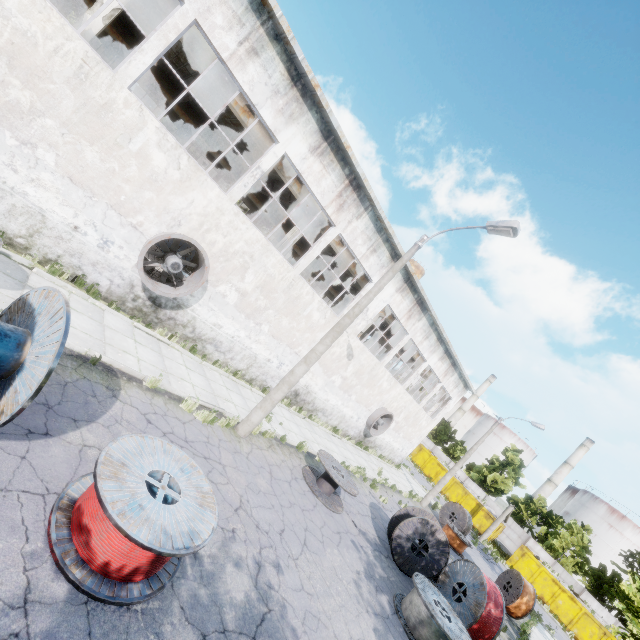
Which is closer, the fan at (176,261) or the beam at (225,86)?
the fan at (176,261)

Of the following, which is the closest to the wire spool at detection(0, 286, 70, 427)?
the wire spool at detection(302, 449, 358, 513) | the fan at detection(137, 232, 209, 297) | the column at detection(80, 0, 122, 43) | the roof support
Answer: the fan at detection(137, 232, 209, 297)

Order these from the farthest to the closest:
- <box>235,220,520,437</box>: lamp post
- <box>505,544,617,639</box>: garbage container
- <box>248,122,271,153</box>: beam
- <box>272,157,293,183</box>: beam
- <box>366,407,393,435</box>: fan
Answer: <box>505,544,617,639</box>: garbage container → <box>366,407,393,435</box>: fan → <box>272,157,293,183</box>: beam → <box>248,122,271,153</box>: beam → <box>235,220,520,437</box>: lamp post

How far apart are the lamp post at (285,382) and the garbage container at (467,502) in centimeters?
3662cm

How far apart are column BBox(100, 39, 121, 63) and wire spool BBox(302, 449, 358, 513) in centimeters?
2372cm

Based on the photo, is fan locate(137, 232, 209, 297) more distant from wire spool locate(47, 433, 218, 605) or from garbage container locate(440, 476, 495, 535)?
garbage container locate(440, 476, 495, 535)

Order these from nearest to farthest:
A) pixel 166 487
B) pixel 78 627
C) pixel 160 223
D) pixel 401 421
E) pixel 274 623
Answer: pixel 78 627 < pixel 166 487 < pixel 274 623 < pixel 160 223 < pixel 401 421

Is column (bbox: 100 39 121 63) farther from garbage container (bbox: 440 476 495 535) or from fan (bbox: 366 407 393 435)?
garbage container (bbox: 440 476 495 535)
